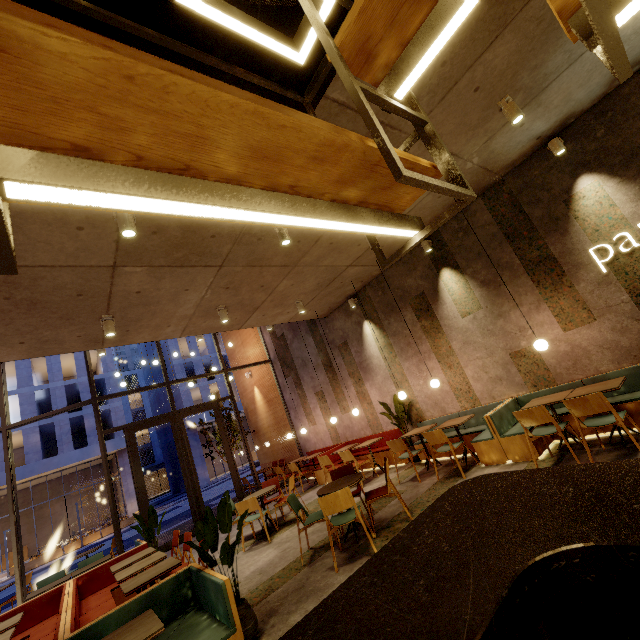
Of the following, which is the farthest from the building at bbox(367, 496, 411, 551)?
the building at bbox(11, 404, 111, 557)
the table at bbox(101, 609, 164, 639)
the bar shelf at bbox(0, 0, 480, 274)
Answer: the building at bbox(11, 404, 111, 557)

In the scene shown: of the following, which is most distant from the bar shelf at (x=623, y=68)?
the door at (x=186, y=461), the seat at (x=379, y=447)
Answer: the door at (x=186, y=461)

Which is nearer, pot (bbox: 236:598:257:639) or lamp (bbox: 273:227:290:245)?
pot (bbox: 236:598:257:639)

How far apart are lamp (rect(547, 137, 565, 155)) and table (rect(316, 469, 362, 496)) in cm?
602

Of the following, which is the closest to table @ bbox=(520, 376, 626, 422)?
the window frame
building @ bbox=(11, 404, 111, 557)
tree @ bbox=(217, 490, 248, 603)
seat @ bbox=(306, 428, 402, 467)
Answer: seat @ bbox=(306, 428, 402, 467)

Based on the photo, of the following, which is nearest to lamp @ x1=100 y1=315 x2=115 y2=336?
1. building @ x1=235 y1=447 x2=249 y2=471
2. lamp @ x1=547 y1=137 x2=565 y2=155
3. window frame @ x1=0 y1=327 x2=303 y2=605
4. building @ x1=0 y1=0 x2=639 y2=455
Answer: building @ x1=0 y1=0 x2=639 y2=455

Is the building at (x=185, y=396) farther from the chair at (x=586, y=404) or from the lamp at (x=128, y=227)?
the chair at (x=586, y=404)

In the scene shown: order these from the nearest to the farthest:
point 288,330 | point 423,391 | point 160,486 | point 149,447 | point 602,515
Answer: point 602,515 → point 423,391 → point 288,330 → point 160,486 → point 149,447
